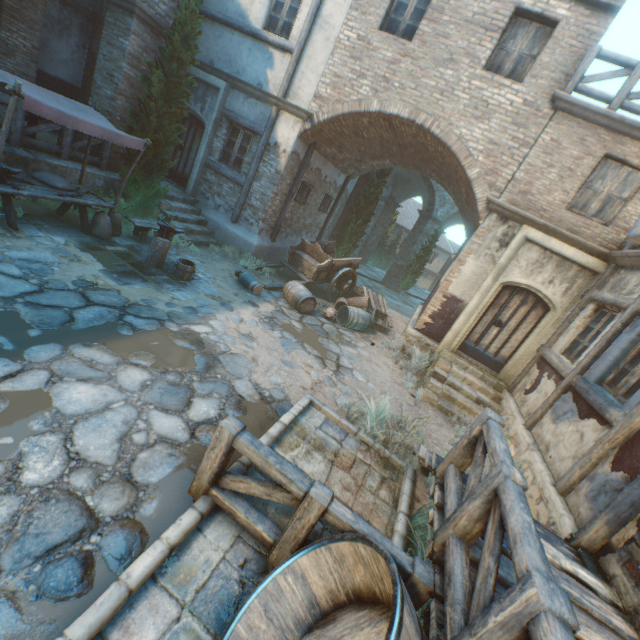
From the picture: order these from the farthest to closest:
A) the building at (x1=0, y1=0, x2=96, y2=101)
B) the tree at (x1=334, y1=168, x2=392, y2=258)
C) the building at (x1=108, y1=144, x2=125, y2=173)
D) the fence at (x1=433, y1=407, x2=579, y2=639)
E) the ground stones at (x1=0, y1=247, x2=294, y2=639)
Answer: the tree at (x1=334, y1=168, x2=392, y2=258), the building at (x1=0, y1=0, x2=96, y2=101), the building at (x1=108, y1=144, x2=125, y2=173), the ground stones at (x1=0, y1=247, x2=294, y2=639), the fence at (x1=433, y1=407, x2=579, y2=639)

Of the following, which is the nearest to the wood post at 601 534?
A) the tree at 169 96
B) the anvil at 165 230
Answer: the anvil at 165 230

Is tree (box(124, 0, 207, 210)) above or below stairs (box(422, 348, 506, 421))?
above

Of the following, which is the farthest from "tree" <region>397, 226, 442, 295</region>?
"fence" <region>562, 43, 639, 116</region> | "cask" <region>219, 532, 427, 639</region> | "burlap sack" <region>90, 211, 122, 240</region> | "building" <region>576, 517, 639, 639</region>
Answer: "cask" <region>219, 532, 427, 639</region>

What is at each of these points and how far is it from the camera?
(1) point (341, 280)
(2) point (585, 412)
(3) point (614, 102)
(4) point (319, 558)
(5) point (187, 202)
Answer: (1) cart, 11.71m
(2) building, 5.41m
(3) fence, 7.00m
(4) cask, 2.67m
(5) stairs, 11.02m

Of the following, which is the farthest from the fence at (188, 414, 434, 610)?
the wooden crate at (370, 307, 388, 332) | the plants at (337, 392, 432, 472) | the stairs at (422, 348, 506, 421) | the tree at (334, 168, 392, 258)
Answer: the tree at (334, 168, 392, 258)

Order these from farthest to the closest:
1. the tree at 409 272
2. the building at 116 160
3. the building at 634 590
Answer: the tree at 409 272 < the building at 116 160 < the building at 634 590

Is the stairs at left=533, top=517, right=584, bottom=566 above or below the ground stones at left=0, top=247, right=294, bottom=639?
above
